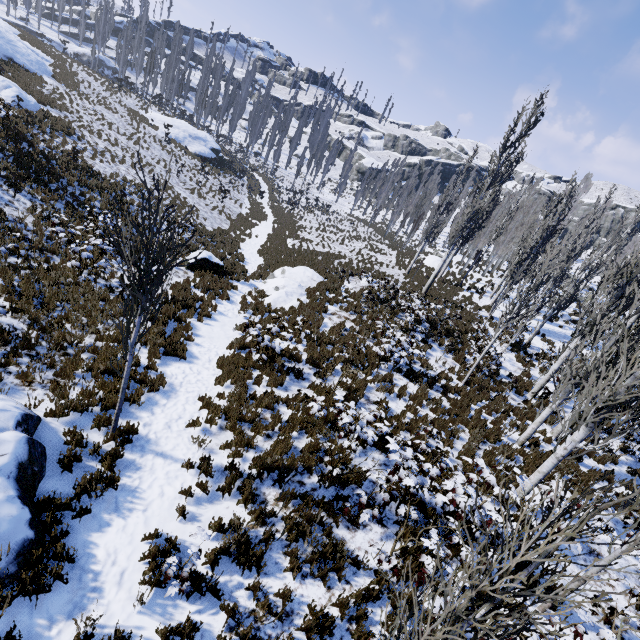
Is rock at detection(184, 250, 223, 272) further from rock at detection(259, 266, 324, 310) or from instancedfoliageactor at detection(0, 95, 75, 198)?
instancedfoliageactor at detection(0, 95, 75, 198)

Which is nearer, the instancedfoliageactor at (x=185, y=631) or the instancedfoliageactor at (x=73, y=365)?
the instancedfoliageactor at (x=185, y=631)

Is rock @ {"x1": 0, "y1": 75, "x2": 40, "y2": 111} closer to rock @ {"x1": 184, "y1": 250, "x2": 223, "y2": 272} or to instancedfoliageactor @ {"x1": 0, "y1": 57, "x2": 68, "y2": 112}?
rock @ {"x1": 184, "y1": 250, "x2": 223, "y2": 272}

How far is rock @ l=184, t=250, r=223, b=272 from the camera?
14.66m

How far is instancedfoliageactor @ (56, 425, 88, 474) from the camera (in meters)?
5.33

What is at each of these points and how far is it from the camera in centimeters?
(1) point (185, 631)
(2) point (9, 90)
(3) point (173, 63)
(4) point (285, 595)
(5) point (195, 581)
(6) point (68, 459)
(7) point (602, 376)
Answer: (1) instancedfoliageactor, 409cm
(2) rock, 1931cm
(3) instancedfoliageactor, 5156cm
(4) instancedfoliageactor, 472cm
(5) instancedfoliageactor, 461cm
(6) instancedfoliageactor, 536cm
(7) instancedfoliageactor, 644cm

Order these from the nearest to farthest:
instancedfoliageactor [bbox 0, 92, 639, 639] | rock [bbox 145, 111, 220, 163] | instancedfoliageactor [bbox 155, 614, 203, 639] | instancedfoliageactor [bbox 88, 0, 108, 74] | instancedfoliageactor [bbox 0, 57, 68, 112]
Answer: instancedfoliageactor [bbox 0, 92, 639, 639] < instancedfoliageactor [bbox 155, 614, 203, 639] < instancedfoliageactor [bbox 0, 57, 68, 112] < rock [bbox 145, 111, 220, 163] < instancedfoliageactor [bbox 88, 0, 108, 74]

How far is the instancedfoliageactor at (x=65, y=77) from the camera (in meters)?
28.42
